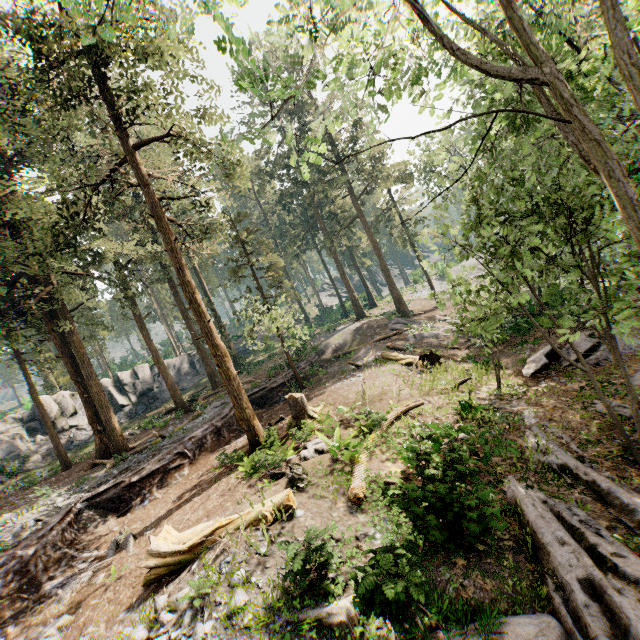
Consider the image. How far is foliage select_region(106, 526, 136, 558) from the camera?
11.5 meters

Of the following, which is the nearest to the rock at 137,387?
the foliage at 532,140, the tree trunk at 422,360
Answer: the foliage at 532,140

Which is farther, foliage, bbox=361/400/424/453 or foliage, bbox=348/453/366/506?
foliage, bbox=361/400/424/453

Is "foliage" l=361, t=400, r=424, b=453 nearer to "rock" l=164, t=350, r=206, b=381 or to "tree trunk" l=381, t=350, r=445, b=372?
"rock" l=164, t=350, r=206, b=381

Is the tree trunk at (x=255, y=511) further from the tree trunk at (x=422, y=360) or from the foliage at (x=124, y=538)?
the tree trunk at (x=422, y=360)

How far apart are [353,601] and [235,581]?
3.3m

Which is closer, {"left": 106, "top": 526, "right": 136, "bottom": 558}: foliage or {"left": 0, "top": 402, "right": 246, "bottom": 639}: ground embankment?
{"left": 0, "top": 402, "right": 246, "bottom": 639}: ground embankment

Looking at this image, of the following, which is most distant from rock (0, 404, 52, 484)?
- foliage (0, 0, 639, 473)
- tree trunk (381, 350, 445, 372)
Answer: tree trunk (381, 350, 445, 372)
